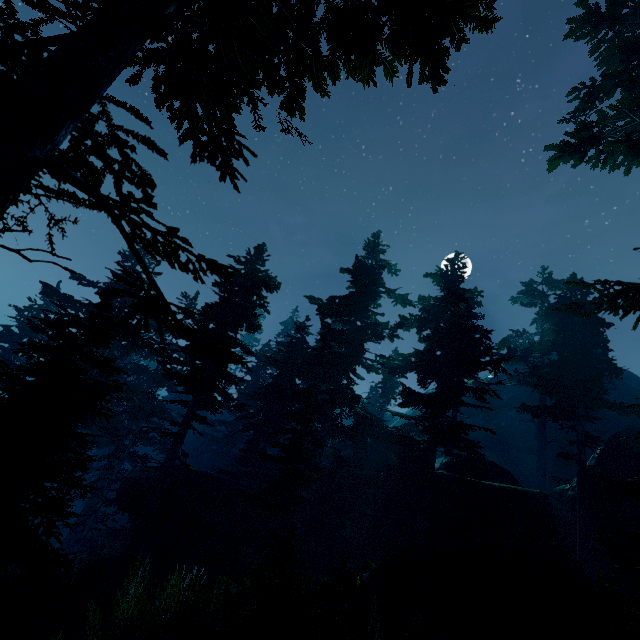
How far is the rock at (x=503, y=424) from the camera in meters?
41.3

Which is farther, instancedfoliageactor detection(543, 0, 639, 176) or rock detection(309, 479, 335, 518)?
rock detection(309, 479, 335, 518)

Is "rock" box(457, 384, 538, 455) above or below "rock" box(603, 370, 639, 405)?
below

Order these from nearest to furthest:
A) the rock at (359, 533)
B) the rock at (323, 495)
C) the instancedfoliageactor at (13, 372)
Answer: the instancedfoliageactor at (13, 372), the rock at (359, 533), the rock at (323, 495)

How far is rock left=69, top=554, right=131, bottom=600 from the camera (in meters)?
11.45

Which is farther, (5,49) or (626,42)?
(626,42)

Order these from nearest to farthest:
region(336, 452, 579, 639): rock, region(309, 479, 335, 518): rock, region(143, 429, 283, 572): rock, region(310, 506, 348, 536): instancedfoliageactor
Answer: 1. region(336, 452, 579, 639): rock
2. region(143, 429, 283, 572): rock
3. region(310, 506, 348, 536): instancedfoliageactor
4. region(309, 479, 335, 518): rock
